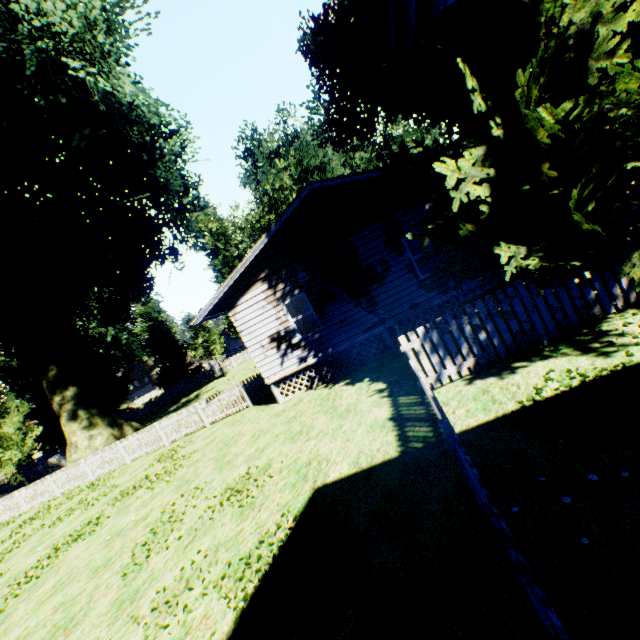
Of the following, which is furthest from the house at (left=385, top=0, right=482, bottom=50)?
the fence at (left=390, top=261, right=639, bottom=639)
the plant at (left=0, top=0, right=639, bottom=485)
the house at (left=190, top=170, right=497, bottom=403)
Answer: the house at (left=190, top=170, right=497, bottom=403)

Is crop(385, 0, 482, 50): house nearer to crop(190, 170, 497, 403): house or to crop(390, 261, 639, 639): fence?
crop(390, 261, 639, 639): fence

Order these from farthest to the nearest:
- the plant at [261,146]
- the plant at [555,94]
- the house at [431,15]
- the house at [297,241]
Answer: the plant at [261,146] → the house at [297,241] → the plant at [555,94] → the house at [431,15]

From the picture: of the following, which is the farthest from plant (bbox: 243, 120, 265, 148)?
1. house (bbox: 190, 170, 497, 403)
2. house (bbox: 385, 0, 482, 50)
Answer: house (bbox: 385, 0, 482, 50)

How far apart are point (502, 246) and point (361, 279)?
6.30m

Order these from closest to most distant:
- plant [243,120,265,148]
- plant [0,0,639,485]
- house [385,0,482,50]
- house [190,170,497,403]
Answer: house [385,0,482,50], plant [0,0,639,485], house [190,170,497,403], plant [243,120,265,148]

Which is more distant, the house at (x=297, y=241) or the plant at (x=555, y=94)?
the house at (x=297, y=241)

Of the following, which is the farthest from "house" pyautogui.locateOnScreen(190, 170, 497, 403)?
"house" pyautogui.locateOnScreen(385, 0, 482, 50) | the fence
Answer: "house" pyautogui.locateOnScreen(385, 0, 482, 50)
